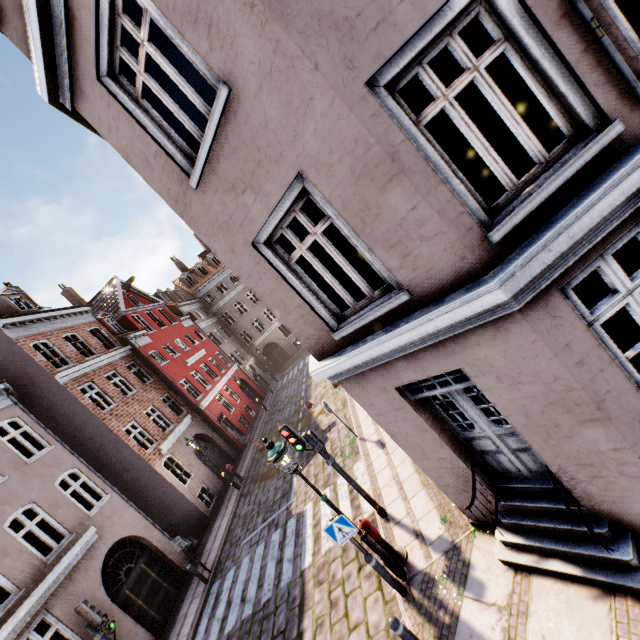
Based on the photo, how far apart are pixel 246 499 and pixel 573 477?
Result: 14.9 meters

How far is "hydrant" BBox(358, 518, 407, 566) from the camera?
6.61m

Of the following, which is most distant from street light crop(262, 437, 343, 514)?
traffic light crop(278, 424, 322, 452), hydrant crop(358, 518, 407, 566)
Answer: traffic light crop(278, 424, 322, 452)

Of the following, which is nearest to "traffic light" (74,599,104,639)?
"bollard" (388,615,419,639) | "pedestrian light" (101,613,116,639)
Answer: "pedestrian light" (101,613,116,639)

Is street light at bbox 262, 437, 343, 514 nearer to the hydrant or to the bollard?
the hydrant

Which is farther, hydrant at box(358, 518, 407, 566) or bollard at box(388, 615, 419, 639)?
hydrant at box(358, 518, 407, 566)

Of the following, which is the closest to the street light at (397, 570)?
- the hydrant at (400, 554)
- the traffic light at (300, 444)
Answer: the hydrant at (400, 554)

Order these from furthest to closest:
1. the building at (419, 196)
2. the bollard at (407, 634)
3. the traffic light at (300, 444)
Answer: the traffic light at (300, 444) < the bollard at (407, 634) < the building at (419, 196)
